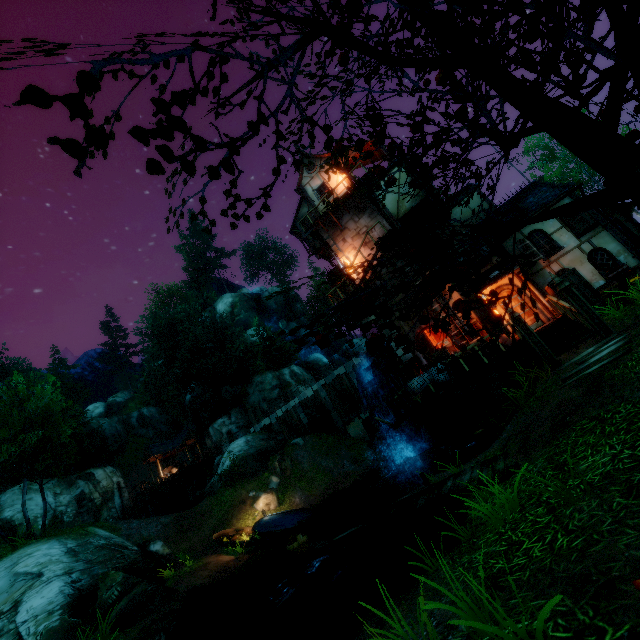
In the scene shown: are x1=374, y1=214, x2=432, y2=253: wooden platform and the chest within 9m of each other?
yes

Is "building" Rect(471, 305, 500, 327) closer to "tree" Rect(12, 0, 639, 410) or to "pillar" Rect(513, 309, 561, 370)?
"pillar" Rect(513, 309, 561, 370)

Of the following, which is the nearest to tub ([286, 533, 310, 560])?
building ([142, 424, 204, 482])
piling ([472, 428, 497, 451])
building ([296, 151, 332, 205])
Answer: piling ([472, 428, 497, 451])

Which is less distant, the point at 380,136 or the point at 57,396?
the point at 380,136

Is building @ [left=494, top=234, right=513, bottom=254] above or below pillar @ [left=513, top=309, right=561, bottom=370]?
above

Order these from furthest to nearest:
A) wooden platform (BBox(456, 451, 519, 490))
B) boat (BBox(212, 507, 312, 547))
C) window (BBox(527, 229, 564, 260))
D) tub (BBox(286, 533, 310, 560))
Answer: boat (BBox(212, 507, 312, 547)) → window (BBox(527, 229, 564, 260)) → tub (BBox(286, 533, 310, 560)) → wooden platform (BBox(456, 451, 519, 490))

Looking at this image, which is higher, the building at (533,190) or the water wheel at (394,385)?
the building at (533,190)

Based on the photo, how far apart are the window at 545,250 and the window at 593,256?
0.91m
